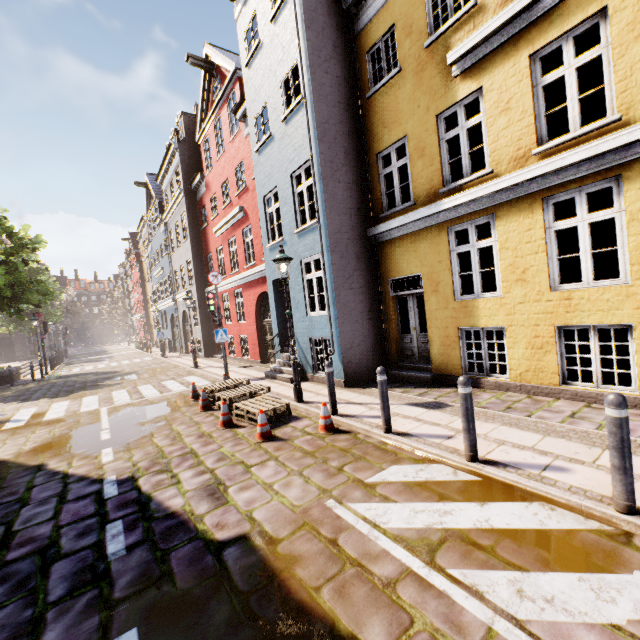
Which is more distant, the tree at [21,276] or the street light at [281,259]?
the tree at [21,276]

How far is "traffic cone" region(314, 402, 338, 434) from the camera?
6.0 meters

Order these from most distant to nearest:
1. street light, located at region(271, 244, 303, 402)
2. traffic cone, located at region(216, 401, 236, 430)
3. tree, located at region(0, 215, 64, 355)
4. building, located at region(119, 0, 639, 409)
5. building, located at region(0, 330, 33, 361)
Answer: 1. building, located at region(0, 330, 33, 361)
2. tree, located at region(0, 215, 64, 355)
3. street light, located at region(271, 244, 303, 402)
4. traffic cone, located at region(216, 401, 236, 430)
5. building, located at region(119, 0, 639, 409)

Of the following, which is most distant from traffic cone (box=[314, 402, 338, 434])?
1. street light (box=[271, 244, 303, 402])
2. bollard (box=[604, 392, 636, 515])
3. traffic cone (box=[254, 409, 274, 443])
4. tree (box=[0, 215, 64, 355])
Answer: tree (box=[0, 215, 64, 355])

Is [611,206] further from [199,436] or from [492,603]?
[199,436]

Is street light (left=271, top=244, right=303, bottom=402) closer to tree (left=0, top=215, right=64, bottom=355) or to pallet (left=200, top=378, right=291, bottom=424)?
pallet (left=200, top=378, right=291, bottom=424)

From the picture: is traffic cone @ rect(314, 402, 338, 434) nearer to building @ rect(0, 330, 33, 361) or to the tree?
building @ rect(0, 330, 33, 361)

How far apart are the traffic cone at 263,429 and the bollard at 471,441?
3.32m
